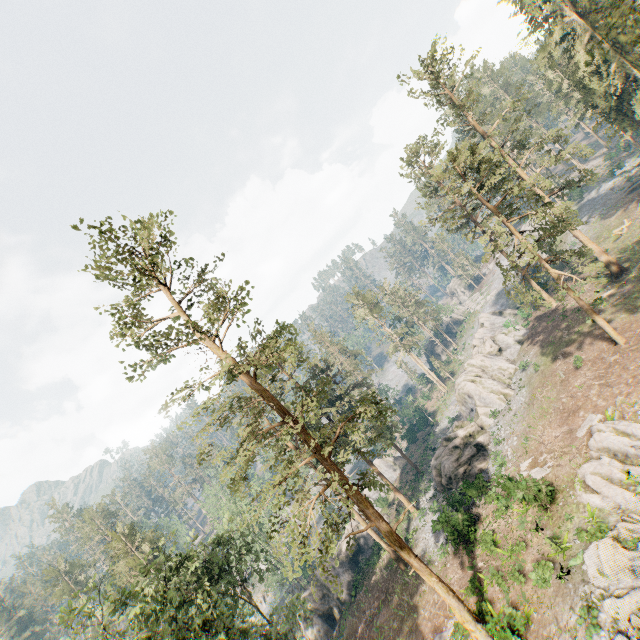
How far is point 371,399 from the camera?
19.8 meters

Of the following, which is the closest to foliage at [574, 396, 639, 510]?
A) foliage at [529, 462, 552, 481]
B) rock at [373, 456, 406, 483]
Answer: rock at [373, 456, 406, 483]

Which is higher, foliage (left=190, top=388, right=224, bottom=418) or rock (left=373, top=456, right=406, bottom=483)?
foliage (left=190, top=388, right=224, bottom=418)

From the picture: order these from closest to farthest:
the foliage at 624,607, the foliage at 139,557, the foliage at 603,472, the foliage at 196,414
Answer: the foliage at 624,607
the foliage at 196,414
the foliage at 139,557
the foliage at 603,472

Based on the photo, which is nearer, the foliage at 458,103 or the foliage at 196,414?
the foliage at 196,414

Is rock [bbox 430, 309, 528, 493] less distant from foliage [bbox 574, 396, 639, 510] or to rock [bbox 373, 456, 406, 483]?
foliage [bbox 574, 396, 639, 510]

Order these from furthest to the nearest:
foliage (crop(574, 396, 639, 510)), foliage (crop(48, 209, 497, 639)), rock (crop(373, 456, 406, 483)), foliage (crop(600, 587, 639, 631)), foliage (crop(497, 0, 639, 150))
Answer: rock (crop(373, 456, 406, 483))
foliage (crop(497, 0, 639, 150))
foliage (crop(574, 396, 639, 510))
foliage (crop(48, 209, 497, 639))
foliage (crop(600, 587, 639, 631))
